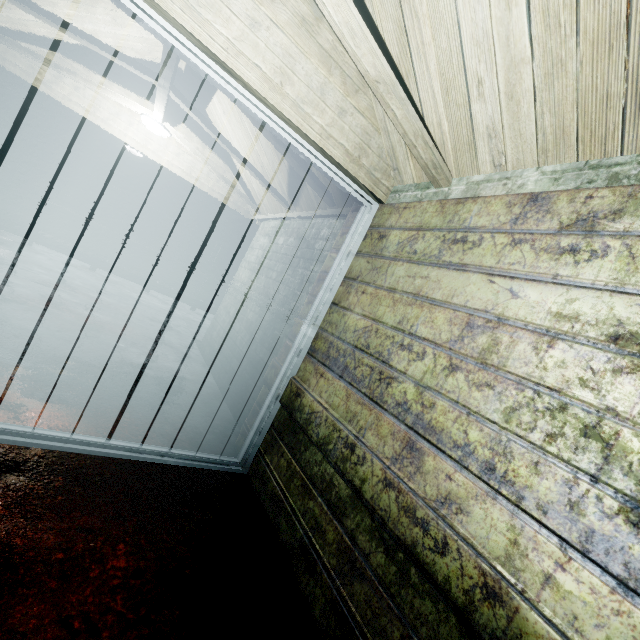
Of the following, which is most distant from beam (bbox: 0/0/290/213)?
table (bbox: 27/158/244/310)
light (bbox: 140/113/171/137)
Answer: table (bbox: 27/158/244/310)

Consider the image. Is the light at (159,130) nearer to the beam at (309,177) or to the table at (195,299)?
the beam at (309,177)

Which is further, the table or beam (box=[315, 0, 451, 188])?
the table

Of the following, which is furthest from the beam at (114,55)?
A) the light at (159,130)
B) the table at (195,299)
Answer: the table at (195,299)

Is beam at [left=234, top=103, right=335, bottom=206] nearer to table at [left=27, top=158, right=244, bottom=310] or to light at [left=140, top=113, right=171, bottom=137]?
light at [left=140, top=113, right=171, bottom=137]

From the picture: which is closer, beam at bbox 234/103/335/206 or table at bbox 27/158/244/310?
beam at bbox 234/103/335/206

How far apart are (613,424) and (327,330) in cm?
141

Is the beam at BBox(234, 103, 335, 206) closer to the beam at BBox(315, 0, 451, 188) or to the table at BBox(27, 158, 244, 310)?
the beam at BBox(315, 0, 451, 188)
